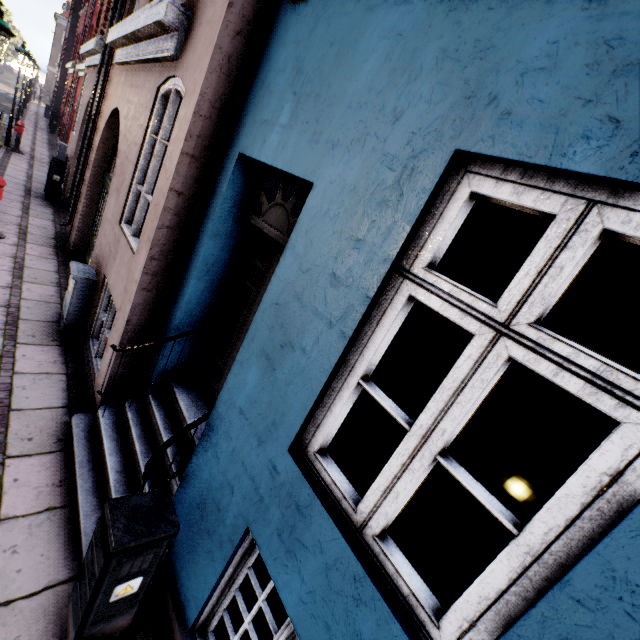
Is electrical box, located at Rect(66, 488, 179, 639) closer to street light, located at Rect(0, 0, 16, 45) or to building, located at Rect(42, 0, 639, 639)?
building, located at Rect(42, 0, 639, 639)

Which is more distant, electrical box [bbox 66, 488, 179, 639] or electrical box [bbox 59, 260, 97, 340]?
electrical box [bbox 59, 260, 97, 340]

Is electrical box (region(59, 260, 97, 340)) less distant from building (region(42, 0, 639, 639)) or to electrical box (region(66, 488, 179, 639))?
building (region(42, 0, 639, 639))

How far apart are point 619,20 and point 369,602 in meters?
2.4 m

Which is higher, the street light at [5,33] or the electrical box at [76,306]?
the street light at [5,33]

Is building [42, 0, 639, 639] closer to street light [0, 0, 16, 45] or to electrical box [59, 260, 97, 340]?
electrical box [59, 260, 97, 340]

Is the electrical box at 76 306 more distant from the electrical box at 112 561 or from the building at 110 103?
the electrical box at 112 561
